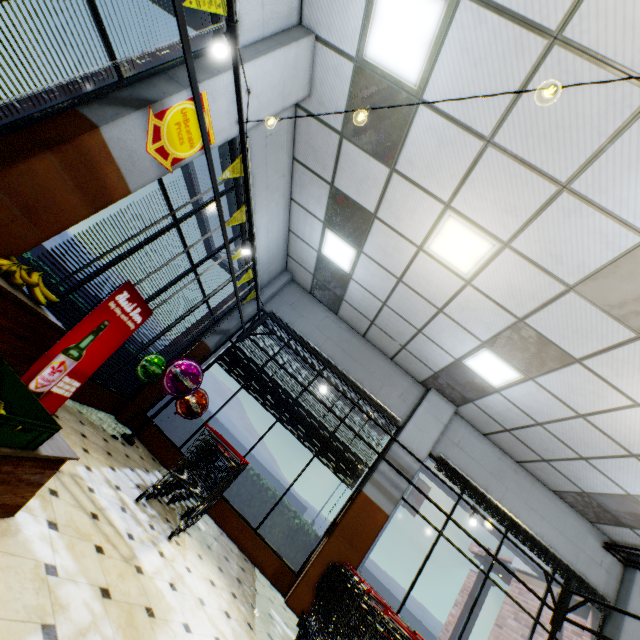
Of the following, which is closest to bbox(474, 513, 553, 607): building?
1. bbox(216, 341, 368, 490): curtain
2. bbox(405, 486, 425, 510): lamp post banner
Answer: bbox(216, 341, 368, 490): curtain

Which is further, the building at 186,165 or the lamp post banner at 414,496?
the lamp post banner at 414,496

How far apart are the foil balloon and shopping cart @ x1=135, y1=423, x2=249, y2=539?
0.84m

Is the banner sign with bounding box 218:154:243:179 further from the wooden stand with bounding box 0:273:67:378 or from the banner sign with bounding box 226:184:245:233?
the wooden stand with bounding box 0:273:67:378

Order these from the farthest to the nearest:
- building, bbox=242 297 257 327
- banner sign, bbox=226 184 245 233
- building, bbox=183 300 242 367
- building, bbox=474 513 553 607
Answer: building, bbox=242 297 257 327 → building, bbox=183 300 242 367 → building, bbox=474 513 553 607 → banner sign, bbox=226 184 245 233

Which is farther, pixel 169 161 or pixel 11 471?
pixel 169 161

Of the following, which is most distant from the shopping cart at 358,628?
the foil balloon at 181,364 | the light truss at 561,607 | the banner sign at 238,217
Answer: the banner sign at 238,217

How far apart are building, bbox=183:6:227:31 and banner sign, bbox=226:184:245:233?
1.9m
